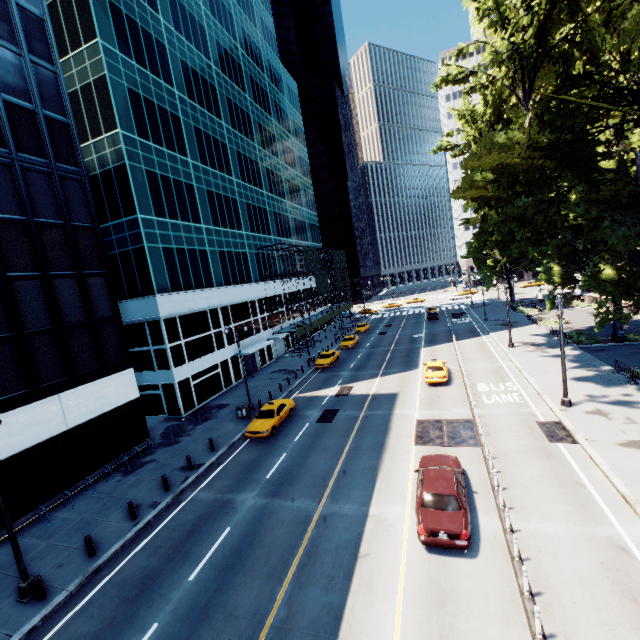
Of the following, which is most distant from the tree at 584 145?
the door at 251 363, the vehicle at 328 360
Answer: the door at 251 363

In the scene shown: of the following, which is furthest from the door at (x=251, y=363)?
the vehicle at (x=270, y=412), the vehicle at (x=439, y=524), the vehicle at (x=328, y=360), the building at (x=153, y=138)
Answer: the vehicle at (x=439, y=524)

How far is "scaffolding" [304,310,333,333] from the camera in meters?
48.2 m

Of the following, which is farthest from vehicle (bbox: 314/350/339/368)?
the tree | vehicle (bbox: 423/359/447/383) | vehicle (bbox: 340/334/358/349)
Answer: the tree

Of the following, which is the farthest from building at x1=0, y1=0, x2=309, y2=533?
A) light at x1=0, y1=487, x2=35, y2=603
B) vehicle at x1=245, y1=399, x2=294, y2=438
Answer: light at x1=0, y1=487, x2=35, y2=603

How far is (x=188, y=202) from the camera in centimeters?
3219cm

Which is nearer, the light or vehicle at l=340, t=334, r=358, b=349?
the light

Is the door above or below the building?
below
